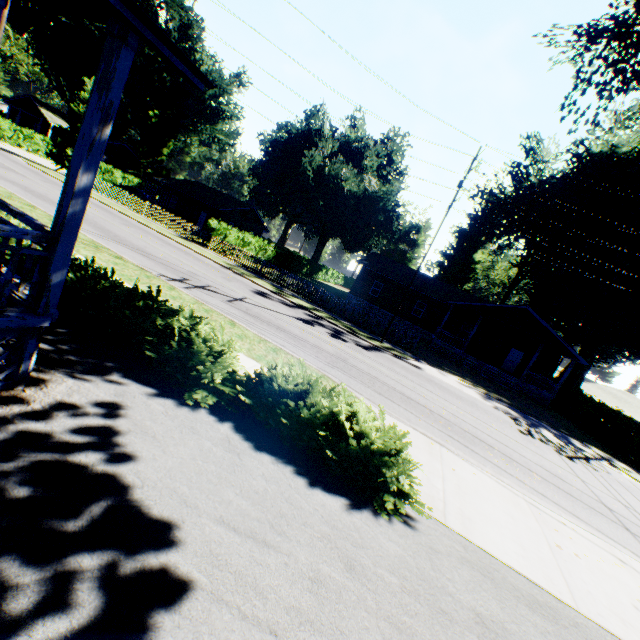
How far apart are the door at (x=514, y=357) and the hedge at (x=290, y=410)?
30.59m

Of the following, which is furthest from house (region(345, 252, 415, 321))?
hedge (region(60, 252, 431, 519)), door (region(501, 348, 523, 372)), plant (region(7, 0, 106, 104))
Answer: hedge (region(60, 252, 431, 519))

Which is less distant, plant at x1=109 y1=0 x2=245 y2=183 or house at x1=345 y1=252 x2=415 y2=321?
house at x1=345 y1=252 x2=415 y2=321

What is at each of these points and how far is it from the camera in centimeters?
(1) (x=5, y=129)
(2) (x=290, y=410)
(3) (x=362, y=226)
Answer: (1) hedge, 3622cm
(2) hedge, 581cm
(3) plant, 4141cm

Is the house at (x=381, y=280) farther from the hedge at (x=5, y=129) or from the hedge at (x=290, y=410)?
the hedge at (x=5, y=129)

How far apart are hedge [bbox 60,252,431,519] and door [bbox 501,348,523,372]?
30.6m

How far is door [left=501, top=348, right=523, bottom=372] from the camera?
30.83m

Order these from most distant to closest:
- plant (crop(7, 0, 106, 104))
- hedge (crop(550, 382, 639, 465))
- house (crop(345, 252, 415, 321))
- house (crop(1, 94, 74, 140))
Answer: house (crop(1, 94, 74, 140))
plant (crop(7, 0, 106, 104))
house (crop(345, 252, 415, 321))
hedge (crop(550, 382, 639, 465))
